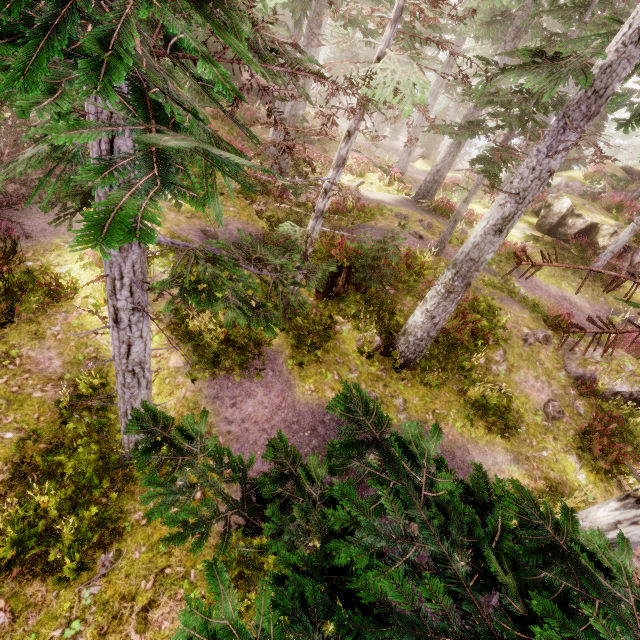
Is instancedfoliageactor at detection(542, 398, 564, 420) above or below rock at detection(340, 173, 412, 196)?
below

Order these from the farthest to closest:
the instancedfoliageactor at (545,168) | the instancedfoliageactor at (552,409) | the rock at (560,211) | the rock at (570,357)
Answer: the rock at (560,211) < the rock at (570,357) < the instancedfoliageactor at (552,409) < the instancedfoliageactor at (545,168)

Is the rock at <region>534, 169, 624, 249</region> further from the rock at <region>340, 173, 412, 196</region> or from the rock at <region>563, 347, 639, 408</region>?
the rock at <region>340, 173, 412, 196</region>

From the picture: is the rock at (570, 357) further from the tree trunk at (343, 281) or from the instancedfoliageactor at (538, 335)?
the tree trunk at (343, 281)

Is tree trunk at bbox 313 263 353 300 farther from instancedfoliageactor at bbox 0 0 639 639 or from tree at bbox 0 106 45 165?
tree at bbox 0 106 45 165

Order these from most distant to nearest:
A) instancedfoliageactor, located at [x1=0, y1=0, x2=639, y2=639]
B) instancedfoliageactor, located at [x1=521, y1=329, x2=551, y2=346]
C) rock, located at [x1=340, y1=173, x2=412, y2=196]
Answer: rock, located at [x1=340, y1=173, x2=412, y2=196]
instancedfoliageactor, located at [x1=521, y1=329, x2=551, y2=346]
instancedfoliageactor, located at [x1=0, y1=0, x2=639, y2=639]

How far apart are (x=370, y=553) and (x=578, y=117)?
7.55m

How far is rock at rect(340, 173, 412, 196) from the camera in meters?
19.1
